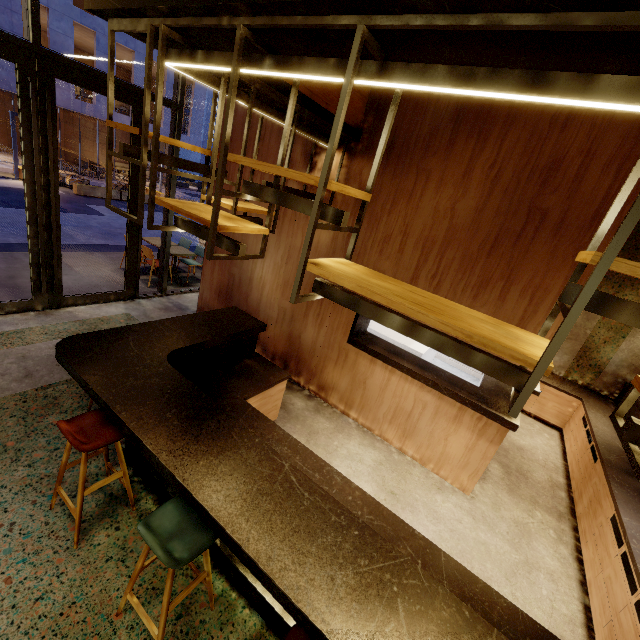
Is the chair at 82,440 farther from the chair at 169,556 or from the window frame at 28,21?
the window frame at 28,21

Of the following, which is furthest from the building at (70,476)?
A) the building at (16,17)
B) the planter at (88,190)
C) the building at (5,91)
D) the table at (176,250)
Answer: the building at (5,91)

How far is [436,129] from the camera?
3.5 meters

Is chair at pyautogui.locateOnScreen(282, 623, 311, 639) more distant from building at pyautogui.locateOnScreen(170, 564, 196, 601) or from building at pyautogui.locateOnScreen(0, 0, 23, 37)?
building at pyautogui.locateOnScreen(0, 0, 23, 37)

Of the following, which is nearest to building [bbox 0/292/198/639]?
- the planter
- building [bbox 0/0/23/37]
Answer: the planter

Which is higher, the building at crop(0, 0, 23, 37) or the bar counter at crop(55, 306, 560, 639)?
the building at crop(0, 0, 23, 37)

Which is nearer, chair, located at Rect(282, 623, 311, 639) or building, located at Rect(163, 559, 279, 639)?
chair, located at Rect(282, 623, 311, 639)

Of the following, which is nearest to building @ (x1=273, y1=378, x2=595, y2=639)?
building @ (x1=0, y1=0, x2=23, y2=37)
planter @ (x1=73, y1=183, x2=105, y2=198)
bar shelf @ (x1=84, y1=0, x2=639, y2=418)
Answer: bar shelf @ (x1=84, y1=0, x2=639, y2=418)
